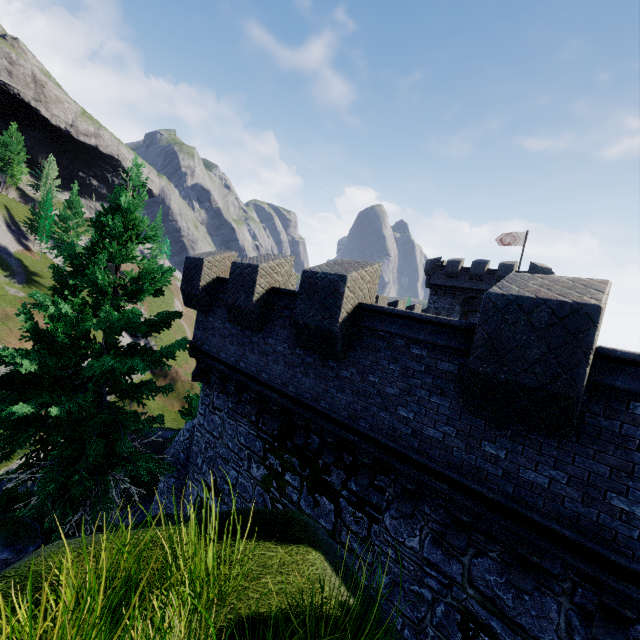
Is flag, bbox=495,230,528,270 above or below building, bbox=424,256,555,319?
above

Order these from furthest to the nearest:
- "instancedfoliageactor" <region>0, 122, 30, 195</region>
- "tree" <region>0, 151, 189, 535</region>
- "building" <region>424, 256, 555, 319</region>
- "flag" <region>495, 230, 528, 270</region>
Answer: "instancedfoliageactor" <region>0, 122, 30, 195</region> < "flag" <region>495, 230, 528, 270</region> < "building" <region>424, 256, 555, 319</region> < "tree" <region>0, 151, 189, 535</region>

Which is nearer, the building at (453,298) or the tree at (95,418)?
the tree at (95,418)

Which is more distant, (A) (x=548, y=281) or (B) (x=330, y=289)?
(B) (x=330, y=289)

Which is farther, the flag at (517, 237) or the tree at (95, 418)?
the flag at (517, 237)

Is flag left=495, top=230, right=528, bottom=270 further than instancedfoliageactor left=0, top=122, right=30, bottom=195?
No

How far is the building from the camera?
30.51m

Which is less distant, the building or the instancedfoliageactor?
the building
